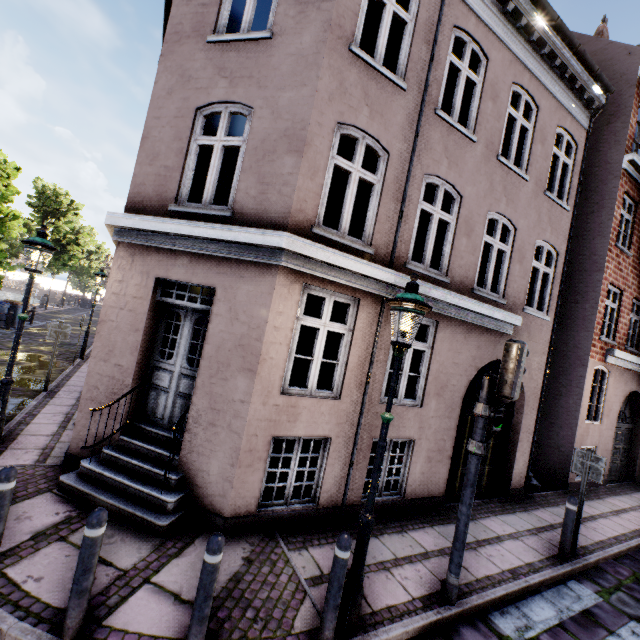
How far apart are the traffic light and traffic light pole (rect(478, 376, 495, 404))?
0.0 meters

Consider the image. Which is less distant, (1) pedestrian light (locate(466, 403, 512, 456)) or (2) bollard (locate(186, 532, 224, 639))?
(2) bollard (locate(186, 532, 224, 639))

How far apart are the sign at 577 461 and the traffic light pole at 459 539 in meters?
3.5

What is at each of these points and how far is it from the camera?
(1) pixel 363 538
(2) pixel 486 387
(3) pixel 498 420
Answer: (1) street light, 3.5m
(2) traffic light pole, 4.3m
(3) pedestrian light, 4.3m

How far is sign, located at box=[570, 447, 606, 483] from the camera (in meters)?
5.90

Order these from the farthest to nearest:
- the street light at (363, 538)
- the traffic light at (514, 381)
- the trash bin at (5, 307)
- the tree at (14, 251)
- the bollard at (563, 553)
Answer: the trash bin at (5, 307), the tree at (14, 251), the bollard at (563, 553), the traffic light at (514, 381), the street light at (363, 538)

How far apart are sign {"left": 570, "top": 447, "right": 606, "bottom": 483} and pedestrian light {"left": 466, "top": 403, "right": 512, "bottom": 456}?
3.25m

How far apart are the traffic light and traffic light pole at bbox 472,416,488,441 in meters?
0.0
